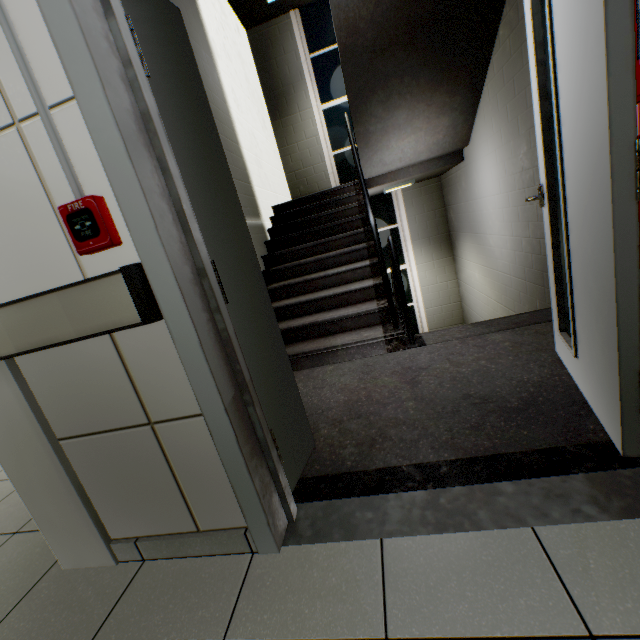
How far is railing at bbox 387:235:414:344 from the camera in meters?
2.6

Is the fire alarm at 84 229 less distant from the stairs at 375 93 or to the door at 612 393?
the door at 612 393

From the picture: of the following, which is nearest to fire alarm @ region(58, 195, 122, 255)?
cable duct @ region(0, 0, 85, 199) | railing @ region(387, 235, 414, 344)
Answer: cable duct @ region(0, 0, 85, 199)

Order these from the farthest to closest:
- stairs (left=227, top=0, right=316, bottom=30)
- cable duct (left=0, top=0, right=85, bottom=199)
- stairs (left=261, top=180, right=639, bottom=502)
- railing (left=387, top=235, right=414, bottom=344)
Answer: stairs (left=227, top=0, right=316, bottom=30) → railing (left=387, top=235, right=414, bottom=344) → stairs (left=261, top=180, right=639, bottom=502) → cable duct (left=0, top=0, right=85, bottom=199)

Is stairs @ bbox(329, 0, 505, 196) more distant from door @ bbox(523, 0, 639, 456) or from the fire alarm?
the fire alarm

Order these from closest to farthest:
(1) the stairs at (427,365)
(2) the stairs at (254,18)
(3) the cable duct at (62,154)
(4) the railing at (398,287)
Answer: (3) the cable duct at (62,154) → (1) the stairs at (427,365) → (4) the railing at (398,287) → (2) the stairs at (254,18)

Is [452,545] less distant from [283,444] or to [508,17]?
[283,444]

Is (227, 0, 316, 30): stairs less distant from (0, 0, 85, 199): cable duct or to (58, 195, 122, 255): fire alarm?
(0, 0, 85, 199): cable duct
